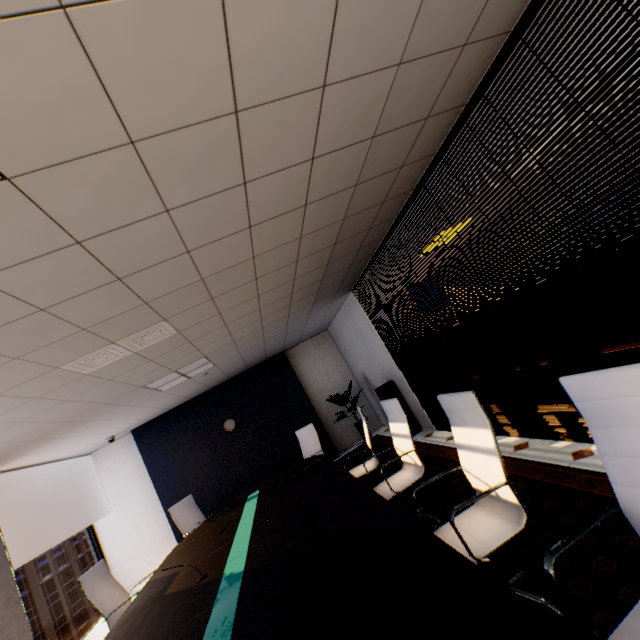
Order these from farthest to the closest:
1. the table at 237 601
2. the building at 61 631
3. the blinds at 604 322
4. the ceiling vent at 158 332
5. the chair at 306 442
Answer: the building at 61 631 < the chair at 306 442 < the ceiling vent at 158 332 < the blinds at 604 322 < the table at 237 601

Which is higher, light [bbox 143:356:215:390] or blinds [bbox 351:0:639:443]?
light [bbox 143:356:215:390]

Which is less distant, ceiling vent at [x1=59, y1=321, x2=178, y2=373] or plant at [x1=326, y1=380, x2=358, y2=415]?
ceiling vent at [x1=59, y1=321, x2=178, y2=373]

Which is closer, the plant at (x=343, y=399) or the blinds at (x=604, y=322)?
the blinds at (x=604, y=322)

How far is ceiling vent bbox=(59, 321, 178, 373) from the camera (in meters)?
3.08

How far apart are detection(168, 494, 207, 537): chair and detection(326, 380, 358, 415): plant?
3.1 meters

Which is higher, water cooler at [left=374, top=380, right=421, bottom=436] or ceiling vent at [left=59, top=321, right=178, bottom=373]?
ceiling vent at [left=59, top=321, right=178, bottom=373]

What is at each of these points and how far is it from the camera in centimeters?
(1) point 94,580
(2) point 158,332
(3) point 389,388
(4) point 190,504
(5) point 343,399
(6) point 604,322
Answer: (1) chair, 371cm
(2) ceiling vent, 338cm
(3) water cooler, 639cm
(4) chair, 578cm
(5) plant, 762cm
(6) blinds, 237cm
